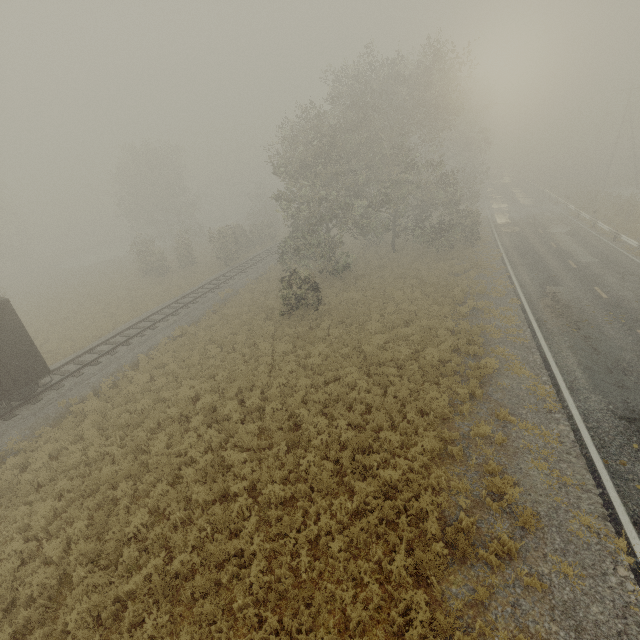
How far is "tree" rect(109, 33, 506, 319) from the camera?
21.5 meters

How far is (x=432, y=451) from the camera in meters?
9.8

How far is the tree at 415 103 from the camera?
21.5m

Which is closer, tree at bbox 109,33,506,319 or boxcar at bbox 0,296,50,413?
boxcar at bbox 0,296,50,413

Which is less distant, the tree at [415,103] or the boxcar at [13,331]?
the boxcar at [13,331]
